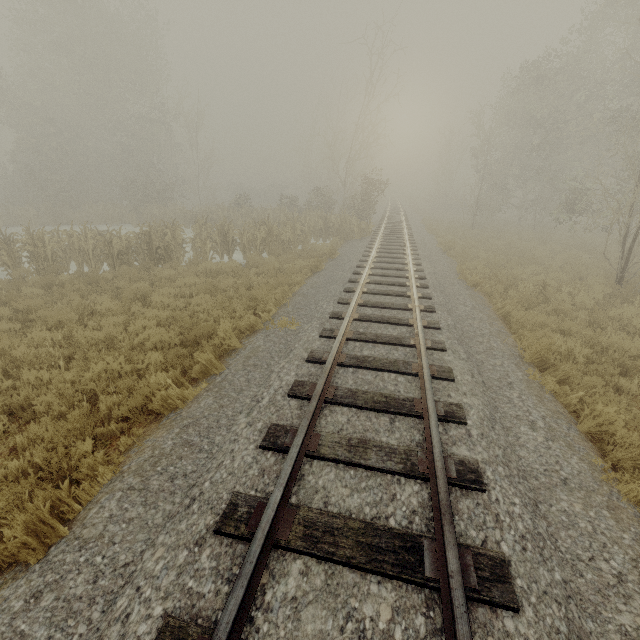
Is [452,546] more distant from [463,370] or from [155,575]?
[463,370]

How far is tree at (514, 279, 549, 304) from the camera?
9.63m

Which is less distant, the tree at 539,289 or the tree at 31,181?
the tree at 539,289

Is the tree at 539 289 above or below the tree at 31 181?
below

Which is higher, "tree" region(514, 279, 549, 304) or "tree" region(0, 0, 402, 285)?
"tree" region(0, 0, 402, 285)

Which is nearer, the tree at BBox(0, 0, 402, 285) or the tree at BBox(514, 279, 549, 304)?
the tree at BBox(514, 279, 549, 304)
